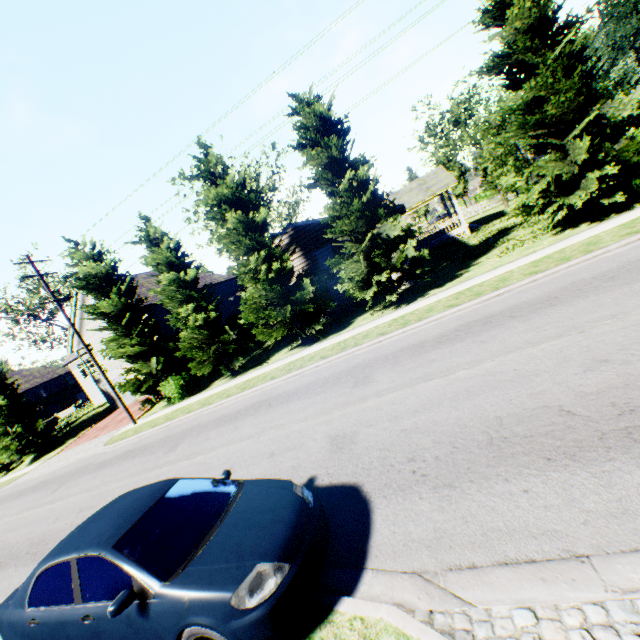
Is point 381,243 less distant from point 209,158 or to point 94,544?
point 209,158

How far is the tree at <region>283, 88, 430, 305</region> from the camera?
14.05m

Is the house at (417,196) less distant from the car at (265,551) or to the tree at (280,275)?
the tree at (280,275)

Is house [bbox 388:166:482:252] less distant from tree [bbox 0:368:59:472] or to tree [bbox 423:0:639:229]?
tree [bbox 423:0:639:229]

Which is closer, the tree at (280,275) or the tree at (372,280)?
the tree at (372,280)

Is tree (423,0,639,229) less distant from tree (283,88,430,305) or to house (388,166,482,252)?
tree (283,88,430,305)

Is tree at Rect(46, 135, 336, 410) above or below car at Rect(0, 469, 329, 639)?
above

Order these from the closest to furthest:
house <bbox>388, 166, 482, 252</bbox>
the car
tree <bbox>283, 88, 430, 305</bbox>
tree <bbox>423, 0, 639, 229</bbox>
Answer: the car → tree <bbox>423, 0, 639, 229</bbox> → tree <bbox>283, 88, 430, 305</bbox> → house <bbox>388, 166, 482, 252</bbox>
